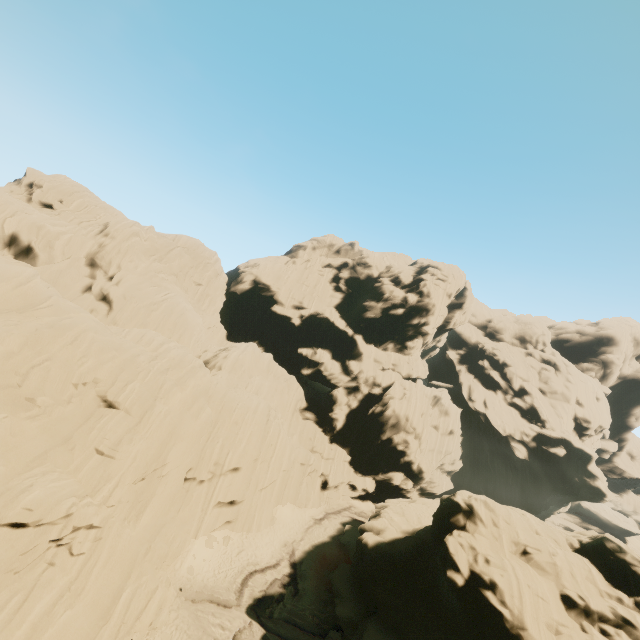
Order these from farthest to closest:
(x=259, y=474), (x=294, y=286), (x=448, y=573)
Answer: (x=294, y=286) → (x=259, y=474) → (x=448, y=573)
